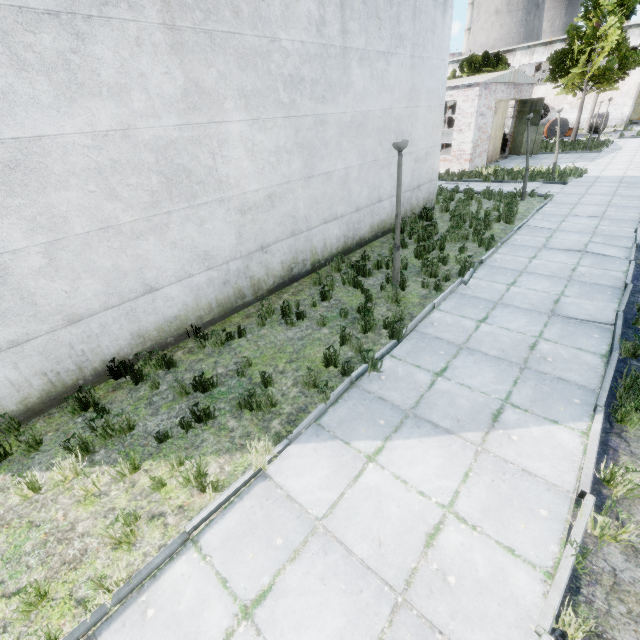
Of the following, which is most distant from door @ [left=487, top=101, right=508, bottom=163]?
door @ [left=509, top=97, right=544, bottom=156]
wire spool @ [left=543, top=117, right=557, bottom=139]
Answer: wire spool @ [left=543, top=117, right=557, bottom=139]

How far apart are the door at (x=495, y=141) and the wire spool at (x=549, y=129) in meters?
15.3

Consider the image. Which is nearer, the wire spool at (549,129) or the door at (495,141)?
the door at (495,141)

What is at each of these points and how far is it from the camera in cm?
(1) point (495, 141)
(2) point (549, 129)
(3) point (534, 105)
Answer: (1) door, 2373
(2) wire spool, 3416
(3) door, 2372

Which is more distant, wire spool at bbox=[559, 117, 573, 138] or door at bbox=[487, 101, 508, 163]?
wire spool at bbox=[559, 117, 573, 138]

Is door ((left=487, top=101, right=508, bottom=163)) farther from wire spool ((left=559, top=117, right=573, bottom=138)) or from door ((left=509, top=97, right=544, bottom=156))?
wire spool ((left=559, top=117, right=573, bottom=138))

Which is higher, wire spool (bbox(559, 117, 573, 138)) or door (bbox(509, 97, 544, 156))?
door (bbox(509, 97, 544, 156))
